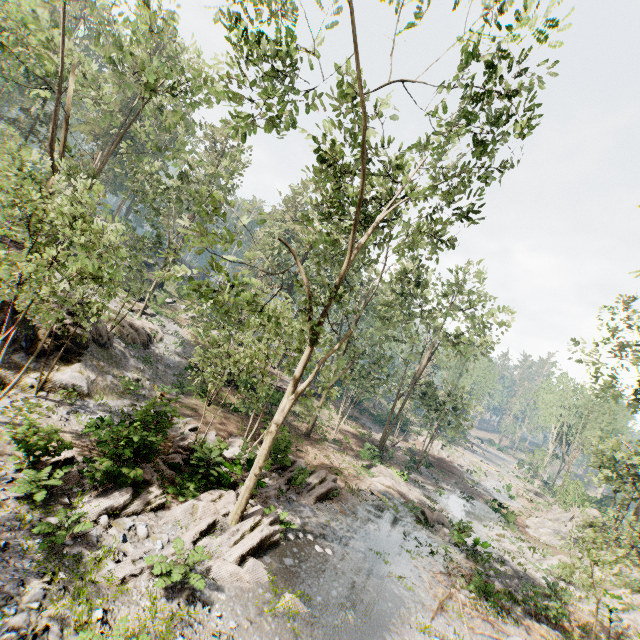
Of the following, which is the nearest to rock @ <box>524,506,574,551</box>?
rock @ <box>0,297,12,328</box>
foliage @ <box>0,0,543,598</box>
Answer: foliage @ <box>0,0,543,598</box>

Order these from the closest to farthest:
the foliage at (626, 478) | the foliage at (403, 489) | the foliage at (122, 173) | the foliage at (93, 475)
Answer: the foliage at (93, 475)
the foliage at (122, 173)
the foliage at (626, 478)
the foliage at (403, 489)

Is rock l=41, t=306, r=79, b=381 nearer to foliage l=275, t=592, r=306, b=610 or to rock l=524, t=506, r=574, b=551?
foliage l=275, t=592, r=306, b=610

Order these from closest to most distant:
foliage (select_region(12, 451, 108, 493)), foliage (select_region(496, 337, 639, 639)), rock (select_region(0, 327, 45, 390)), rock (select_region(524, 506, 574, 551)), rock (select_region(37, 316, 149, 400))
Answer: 1. foliage (select_region(12, 451, 108, 493))
2. foliage (select_region(496, 337, 639, 639))
3. rock (select_region(0, 327, 45, 390))
4. rock (select_region(37, 316, 149, 400))
5. rock (select_region(524, 506, 574, 551))

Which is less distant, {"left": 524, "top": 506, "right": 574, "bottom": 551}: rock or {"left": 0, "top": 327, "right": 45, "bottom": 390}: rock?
{"left": 0, "top": 327, "right": 45, "bottom": 390}: rock

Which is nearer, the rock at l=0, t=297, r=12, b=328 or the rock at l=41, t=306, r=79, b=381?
the rock at l=0, t=297, r=12, b=328

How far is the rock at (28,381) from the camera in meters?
14.3

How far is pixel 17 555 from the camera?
7.7m
